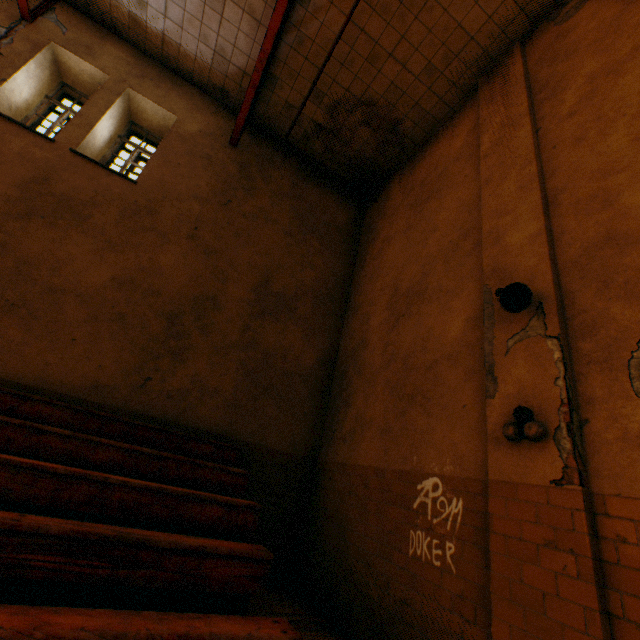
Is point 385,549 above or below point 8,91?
below

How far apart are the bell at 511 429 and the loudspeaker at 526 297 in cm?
95

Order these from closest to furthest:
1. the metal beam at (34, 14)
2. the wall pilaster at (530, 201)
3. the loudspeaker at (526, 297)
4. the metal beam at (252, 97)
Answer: the wall pilaster at (530, 201)
the loudspeaker at (526, 297)
the metal beam at (252, 97)
the metal beam at (34, 14)

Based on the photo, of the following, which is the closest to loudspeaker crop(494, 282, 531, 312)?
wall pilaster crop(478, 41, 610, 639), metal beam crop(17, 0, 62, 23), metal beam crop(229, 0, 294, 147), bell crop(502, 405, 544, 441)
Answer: wall pilaster crop(478, 41, 610, 639)

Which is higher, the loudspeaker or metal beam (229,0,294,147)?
metal beam (229,0,294,147)

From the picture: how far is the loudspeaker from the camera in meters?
3.2 m

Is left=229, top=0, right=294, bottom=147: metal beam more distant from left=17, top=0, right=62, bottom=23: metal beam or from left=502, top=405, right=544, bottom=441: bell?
left=502, top=405, right=544, bottom=441: bell

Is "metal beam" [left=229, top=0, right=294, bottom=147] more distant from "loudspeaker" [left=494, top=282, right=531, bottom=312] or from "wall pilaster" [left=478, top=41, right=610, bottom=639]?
"loudspeaker" [left=494, top=282, right=531, bottom=312]
